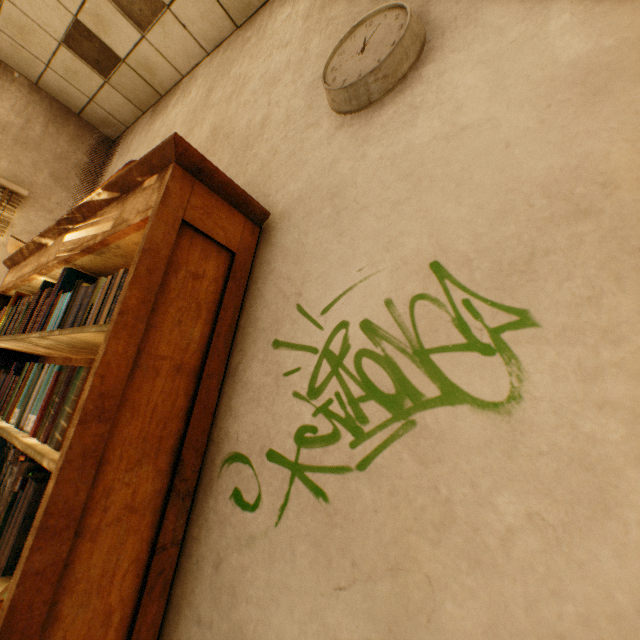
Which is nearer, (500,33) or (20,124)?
(500,33)

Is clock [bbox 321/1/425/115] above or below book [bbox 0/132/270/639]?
above

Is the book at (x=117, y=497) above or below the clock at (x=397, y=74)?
below
